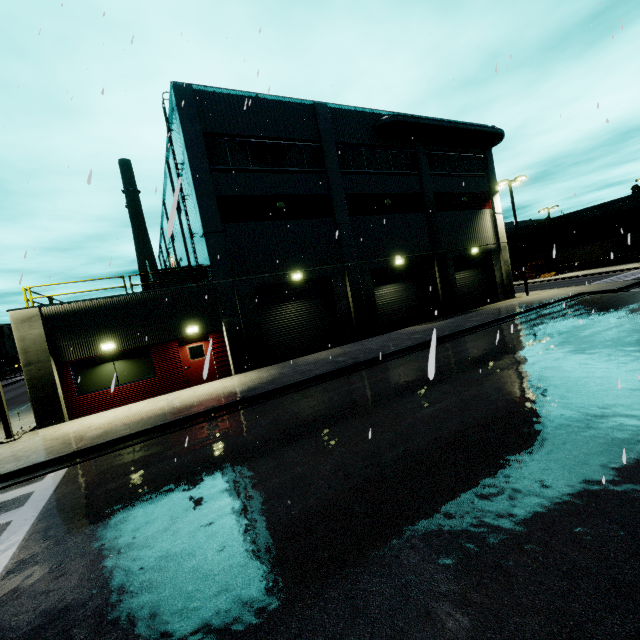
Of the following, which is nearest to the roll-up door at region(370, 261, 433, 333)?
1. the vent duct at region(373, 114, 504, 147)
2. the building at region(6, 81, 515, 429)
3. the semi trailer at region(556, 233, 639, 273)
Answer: the building at region(6, 81, 515, 429)

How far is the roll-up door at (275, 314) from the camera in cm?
1811

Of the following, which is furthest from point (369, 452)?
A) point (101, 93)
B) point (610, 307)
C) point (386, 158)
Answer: point (386, 158)

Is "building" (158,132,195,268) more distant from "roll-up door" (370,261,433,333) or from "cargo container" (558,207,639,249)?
"cargo container" (558,207,639,249)

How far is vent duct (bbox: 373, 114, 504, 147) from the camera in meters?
21.3

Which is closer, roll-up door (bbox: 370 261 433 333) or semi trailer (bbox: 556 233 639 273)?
roll-up door (bbox: 370 261 433 333)

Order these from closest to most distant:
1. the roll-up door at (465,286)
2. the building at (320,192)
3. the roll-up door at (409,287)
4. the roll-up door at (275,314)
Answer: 1. the building at (320,192)
2. the roll-up door at (275,314)
3. the roll-up door at (409,287)
4. the roll-up door at (465,286)

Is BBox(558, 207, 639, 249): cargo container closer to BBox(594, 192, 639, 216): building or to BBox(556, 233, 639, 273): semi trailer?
BBox(556, 233, 639, 273): semi trailer
